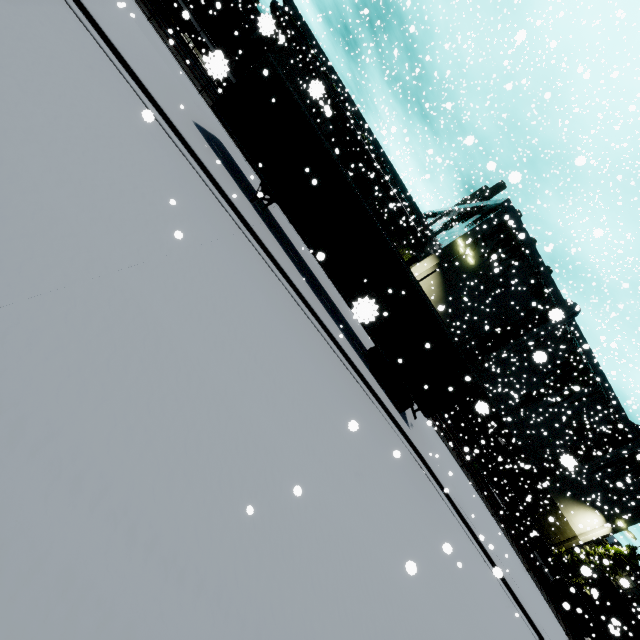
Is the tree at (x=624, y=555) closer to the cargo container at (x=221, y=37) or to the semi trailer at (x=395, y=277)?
the semi trailer at (x=395, y=277)

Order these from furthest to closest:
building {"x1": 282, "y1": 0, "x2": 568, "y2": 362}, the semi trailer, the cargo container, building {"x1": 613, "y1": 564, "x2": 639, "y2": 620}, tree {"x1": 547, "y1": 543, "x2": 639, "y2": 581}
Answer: tree {"x1": 547, "y1": 543, "x2": 639, "y2": 581}
building {"x1": 282, "y1": 0, "x2": 568, "y2": 362}
the cargo container
building {"x1": 613, "y1": 564, "x2": 639, "y2": 620}
the semi trailer

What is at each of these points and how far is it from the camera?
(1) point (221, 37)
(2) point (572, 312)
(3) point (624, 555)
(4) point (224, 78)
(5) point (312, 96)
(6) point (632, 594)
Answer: (1) cargo container, 21.3 meters
(2) vent duct, 30.3 meters
(3) tree, 35.2 meters
(4) flatcar, 21.9 meters
(5) building, 37.3 meters
(6) building, 35.5 meters

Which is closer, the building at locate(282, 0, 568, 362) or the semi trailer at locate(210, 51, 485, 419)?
the semi trailer at locate(210, 51, 485, 419)

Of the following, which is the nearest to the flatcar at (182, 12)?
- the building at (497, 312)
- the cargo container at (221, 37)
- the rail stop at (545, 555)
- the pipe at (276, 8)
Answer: the cargo container at (221, 37)

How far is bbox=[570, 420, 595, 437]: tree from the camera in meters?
32.9 m

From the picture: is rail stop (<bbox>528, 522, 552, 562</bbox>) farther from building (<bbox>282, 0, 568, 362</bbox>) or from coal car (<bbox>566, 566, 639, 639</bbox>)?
building (<bbox>282, 0, 568, 362</bbox>)

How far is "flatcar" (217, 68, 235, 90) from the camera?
2.1 meters
